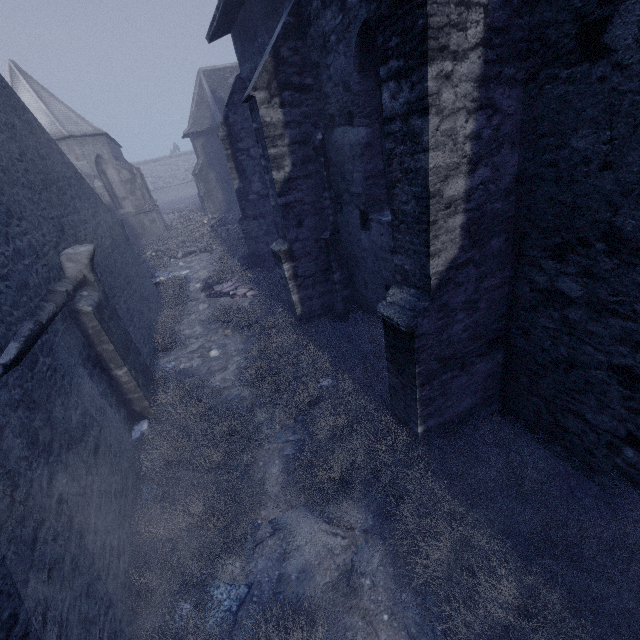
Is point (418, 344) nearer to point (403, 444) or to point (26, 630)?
point (403, 444)

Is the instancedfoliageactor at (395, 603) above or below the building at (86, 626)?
below

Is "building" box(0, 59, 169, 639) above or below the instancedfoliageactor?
above
